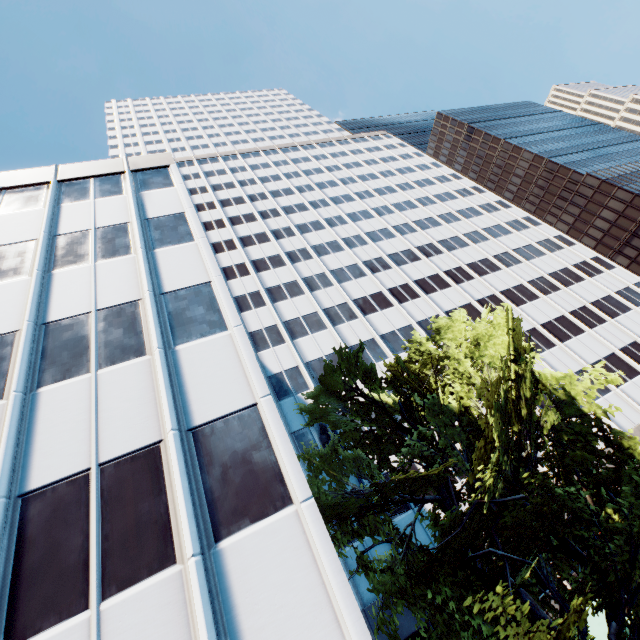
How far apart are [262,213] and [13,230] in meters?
35.2

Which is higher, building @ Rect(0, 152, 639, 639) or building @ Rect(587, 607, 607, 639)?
building @ Rect(0, 152, 639, 639)

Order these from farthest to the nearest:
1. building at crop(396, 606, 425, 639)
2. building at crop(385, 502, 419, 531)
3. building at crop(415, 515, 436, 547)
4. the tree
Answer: building at crop(385, 502, 419, 531) → building at crop(415, 515, 436, 547) → building at crop(396, 606, 425, 639) → the tree

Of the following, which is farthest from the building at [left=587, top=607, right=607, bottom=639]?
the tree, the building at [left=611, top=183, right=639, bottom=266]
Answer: the building at [left=611, top=183, right=639, bottom=266]

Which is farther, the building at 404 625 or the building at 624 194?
the building at 624 194

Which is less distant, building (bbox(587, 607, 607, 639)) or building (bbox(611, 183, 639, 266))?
building (bbox(587, 607, 607, 639))

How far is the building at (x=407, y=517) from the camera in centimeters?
2067cm
